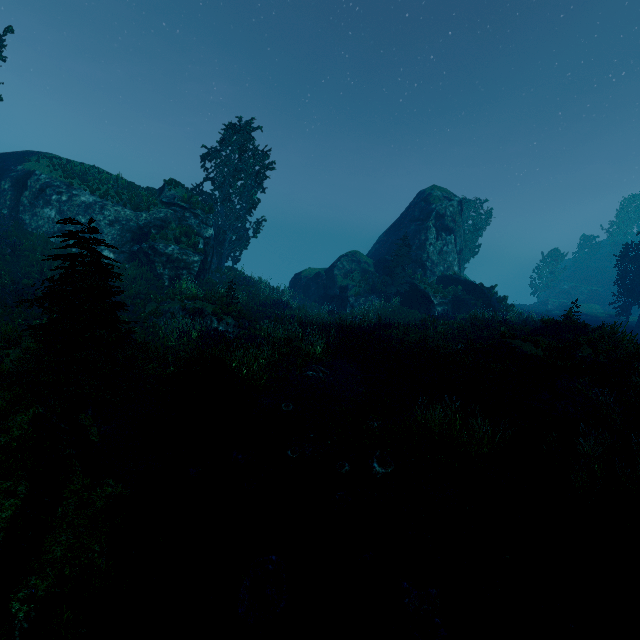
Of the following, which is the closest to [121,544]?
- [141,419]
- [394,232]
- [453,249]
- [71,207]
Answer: [141,419]

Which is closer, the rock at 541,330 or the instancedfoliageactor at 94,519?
the instancedfoliageactor at 94,519

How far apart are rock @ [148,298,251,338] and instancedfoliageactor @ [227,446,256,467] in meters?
8.2

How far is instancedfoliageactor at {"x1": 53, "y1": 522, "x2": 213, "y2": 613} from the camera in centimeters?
490cm

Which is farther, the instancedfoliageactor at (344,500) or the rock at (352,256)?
the rock at (352,256)

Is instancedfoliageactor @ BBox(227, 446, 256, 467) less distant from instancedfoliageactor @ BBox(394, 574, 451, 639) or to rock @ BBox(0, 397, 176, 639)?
rock @ BBox(0, 397, 176, 639)

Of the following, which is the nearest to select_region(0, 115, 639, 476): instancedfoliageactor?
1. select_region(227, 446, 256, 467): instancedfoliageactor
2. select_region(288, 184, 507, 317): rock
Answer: select_region(288, 184, 507, 317): rock

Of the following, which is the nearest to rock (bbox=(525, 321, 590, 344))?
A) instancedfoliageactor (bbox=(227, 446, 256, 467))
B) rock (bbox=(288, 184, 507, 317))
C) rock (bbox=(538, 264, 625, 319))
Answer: rock (bbox=(288, 184, 507, 317))
